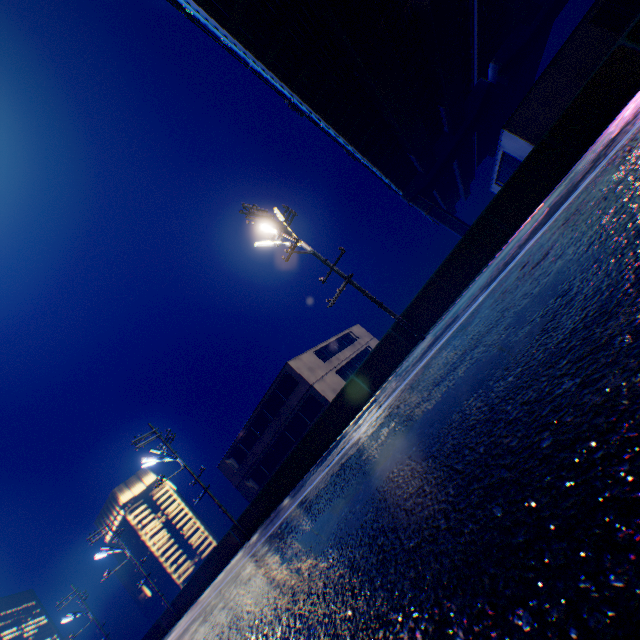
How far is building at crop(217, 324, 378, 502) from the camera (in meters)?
28.80

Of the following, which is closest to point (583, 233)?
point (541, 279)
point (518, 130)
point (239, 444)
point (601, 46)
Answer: point (541, 279)

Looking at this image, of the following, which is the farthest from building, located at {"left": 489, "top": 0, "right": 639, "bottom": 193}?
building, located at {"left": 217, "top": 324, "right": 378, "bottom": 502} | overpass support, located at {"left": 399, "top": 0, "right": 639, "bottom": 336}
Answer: overpass support, located at {"left": 399, "top": 0, "right": 639, "bottom": 336}

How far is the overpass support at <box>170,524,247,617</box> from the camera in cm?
2020

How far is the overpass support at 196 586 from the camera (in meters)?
20.20

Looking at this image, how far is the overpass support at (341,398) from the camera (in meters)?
13.69

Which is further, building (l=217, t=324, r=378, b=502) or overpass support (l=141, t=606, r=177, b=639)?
building (l=217, t=324, r=378, b=502)

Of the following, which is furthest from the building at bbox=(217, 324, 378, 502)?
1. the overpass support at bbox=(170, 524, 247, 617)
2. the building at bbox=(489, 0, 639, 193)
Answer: the overpass support at bbox=(170, 524, 247, 617)
